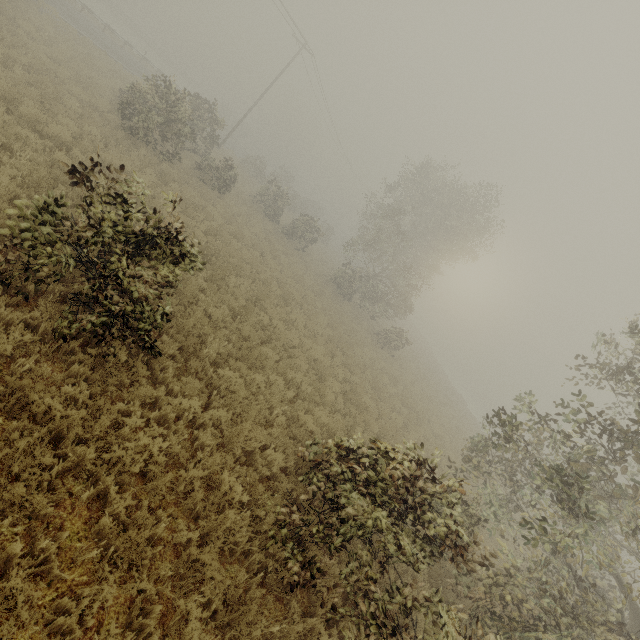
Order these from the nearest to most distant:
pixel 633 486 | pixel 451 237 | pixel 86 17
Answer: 1. pixel 633 486
2. pixel 451 237
3. pixel 86 17
